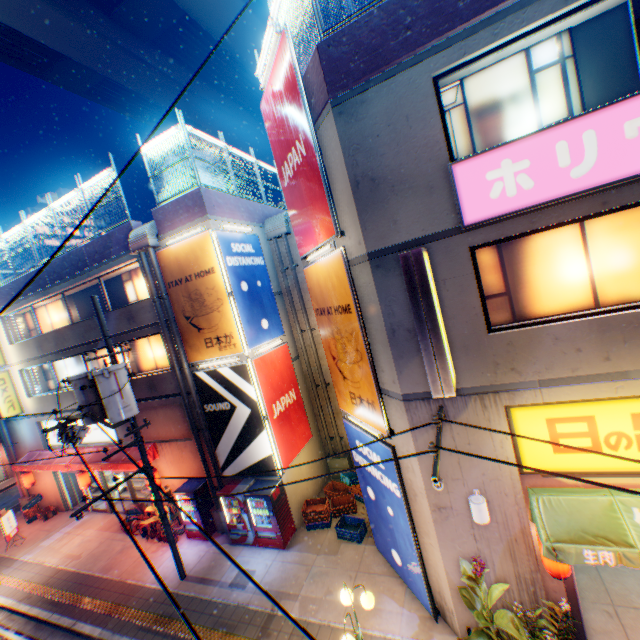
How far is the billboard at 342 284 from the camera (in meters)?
7.23

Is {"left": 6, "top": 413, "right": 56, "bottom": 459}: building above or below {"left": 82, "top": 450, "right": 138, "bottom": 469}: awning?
above

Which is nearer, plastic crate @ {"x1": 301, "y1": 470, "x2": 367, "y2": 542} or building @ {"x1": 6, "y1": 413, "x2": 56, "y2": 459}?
plastic crate @ {"x1": 301, "y1": 470, "x2": 367, "y2": 542}

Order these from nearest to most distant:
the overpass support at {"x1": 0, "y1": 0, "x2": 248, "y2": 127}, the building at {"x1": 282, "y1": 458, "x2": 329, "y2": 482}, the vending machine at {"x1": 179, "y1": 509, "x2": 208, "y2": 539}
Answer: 1. the building at {"x1": 282, "y1": 458, "x2": 329, "y2": 482}
2. the vending machine at {"x1": 179, "y1": 509, "x2": 208, "y2": 539}
3. the overpass support at {"x1": 0, "y1": 0, "x2": 248, "y2": 127}

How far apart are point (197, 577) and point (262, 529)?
2.6m

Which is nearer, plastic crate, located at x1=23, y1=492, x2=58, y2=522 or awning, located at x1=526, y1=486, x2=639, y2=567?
awning, located at x1=526, y1=486, x2=639, y2=567

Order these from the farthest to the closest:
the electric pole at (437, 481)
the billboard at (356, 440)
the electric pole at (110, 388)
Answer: the electric pole at (110, 388) → the billboard at (356, 440) → the electric pole at (437, 481)

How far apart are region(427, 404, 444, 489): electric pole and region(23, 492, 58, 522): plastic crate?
22.46m
